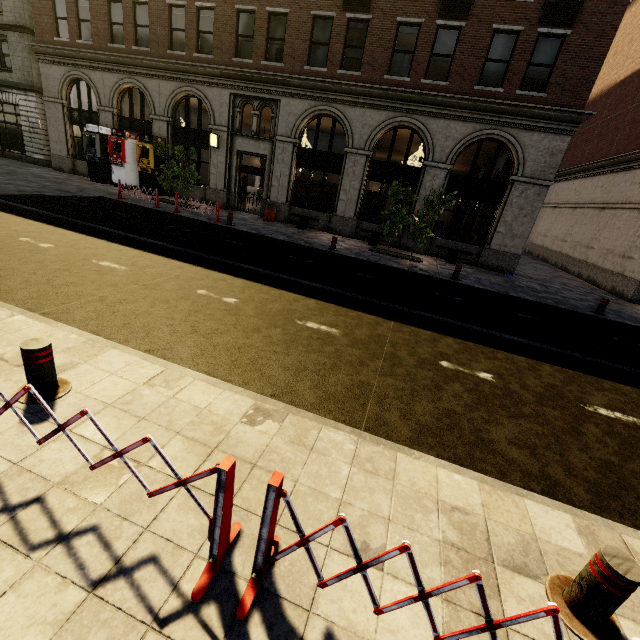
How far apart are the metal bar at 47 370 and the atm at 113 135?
20.3 meters

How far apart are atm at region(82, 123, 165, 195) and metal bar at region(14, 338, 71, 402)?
20.3 meters

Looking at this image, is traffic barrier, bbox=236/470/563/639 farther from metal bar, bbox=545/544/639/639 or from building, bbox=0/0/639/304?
building, bbox=0/0/639/304

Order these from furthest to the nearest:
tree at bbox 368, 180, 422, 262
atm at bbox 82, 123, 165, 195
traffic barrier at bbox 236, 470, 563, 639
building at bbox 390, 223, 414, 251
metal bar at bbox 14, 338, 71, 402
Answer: atm at bbox 82, 123, 165, 195
building at bbox 390, 223, 414, 251
tree at bbox 368, 180, 422, 262
metal bar at bbox 14, 338, 71, 402
traffic barrier at bbox 236, 470, 563, 639

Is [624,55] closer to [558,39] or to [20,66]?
[558,39]

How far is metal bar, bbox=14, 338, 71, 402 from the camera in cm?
304

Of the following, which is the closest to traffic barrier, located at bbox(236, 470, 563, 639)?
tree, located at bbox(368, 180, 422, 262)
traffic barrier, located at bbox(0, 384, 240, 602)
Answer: Result: traffic barrier, located at bbox(0, 384, 240, 602)

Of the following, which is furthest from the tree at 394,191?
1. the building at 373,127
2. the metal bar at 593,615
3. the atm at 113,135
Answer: the atm at 113,135
